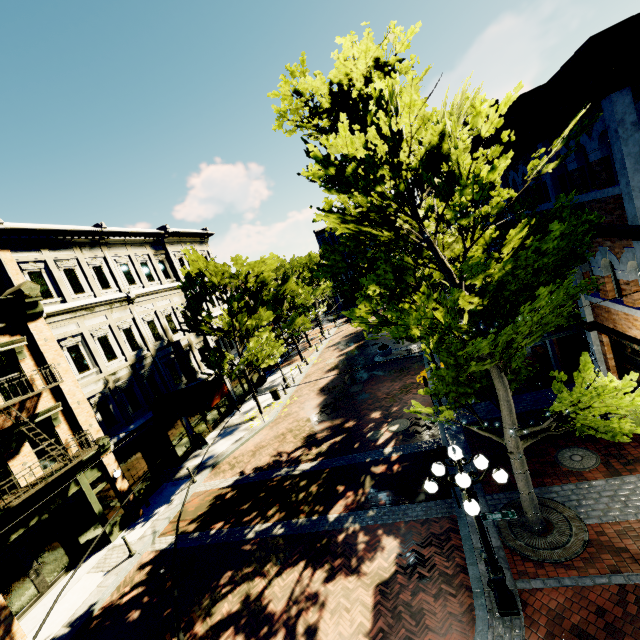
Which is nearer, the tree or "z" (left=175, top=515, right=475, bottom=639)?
the tree

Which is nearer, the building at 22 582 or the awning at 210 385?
the building at 22 582

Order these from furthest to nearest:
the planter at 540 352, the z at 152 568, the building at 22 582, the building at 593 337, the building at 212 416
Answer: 1. the planter at 540 352
2. the building at 212 416
3. the building at 22 582
4. the z at 152 568
5. the building at 593 337

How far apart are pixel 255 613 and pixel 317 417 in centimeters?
1032cm

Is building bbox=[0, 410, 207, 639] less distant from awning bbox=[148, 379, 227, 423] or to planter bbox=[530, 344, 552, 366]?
awning bbox=[148, 379, 227, 423]

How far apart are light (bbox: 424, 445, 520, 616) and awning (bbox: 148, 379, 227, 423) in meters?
13.1

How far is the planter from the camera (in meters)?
14.23

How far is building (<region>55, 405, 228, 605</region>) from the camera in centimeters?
1287cm
